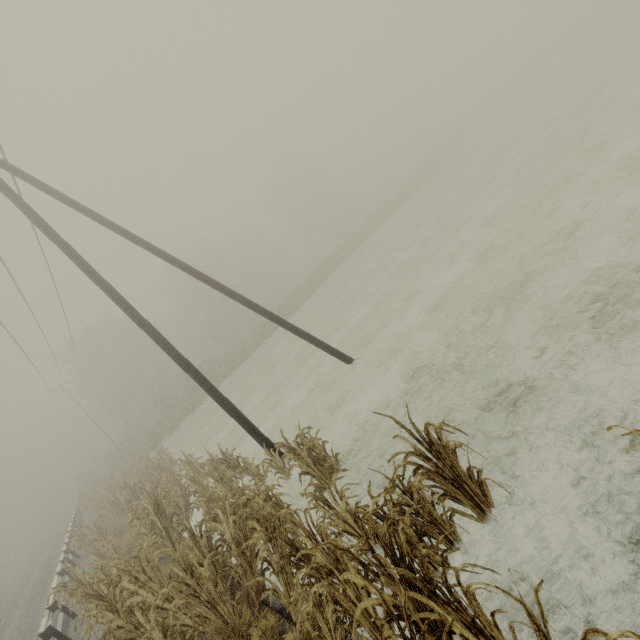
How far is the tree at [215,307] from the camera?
33.3 meters

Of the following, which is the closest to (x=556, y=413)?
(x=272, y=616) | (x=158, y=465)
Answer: (x=272, y=616)

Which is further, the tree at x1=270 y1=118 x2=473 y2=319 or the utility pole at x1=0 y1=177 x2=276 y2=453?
the tree at x1=270 y1=118 x2=473 y2=319

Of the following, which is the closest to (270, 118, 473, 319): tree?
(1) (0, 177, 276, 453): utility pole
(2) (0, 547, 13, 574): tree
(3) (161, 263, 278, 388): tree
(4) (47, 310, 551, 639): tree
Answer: (3) (161, 263, 278, 388): tree

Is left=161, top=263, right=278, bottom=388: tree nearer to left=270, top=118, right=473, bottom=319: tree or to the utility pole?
left=270, top=118, right=473, bottom=319: tree

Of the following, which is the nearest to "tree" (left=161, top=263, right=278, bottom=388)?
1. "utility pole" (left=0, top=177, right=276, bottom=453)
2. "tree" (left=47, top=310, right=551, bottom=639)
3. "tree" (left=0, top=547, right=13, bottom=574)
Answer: "tree" (left=0, top=547, right=13, bottom=574)

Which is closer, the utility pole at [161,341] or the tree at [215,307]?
the utility pole at [161,341]
